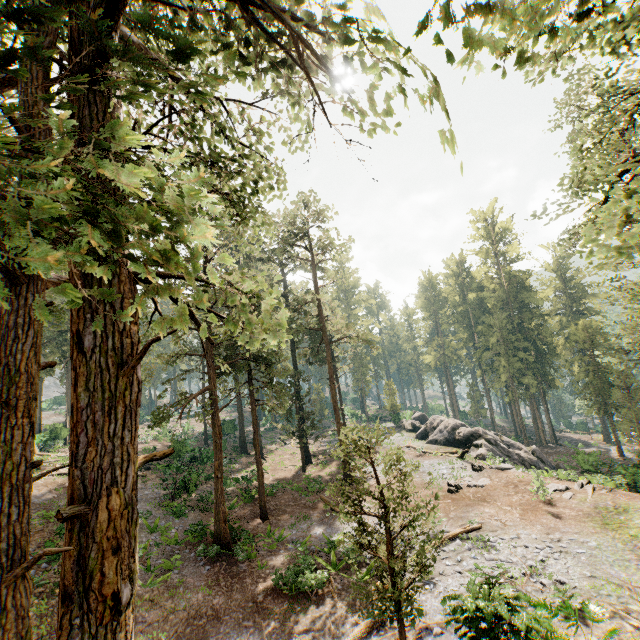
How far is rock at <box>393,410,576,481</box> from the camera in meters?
28.8 m

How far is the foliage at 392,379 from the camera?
50.19m

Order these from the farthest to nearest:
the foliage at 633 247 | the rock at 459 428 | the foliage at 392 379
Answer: the foliage at 392 379
the rock at 459 428
the foliage at 633 247

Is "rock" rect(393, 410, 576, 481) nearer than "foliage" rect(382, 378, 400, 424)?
Yes

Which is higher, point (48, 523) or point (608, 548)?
point (48, 523)

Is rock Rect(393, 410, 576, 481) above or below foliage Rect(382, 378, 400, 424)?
below

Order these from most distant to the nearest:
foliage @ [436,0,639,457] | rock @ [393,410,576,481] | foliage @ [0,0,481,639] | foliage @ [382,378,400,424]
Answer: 1. foliage @ [382,378,400,424]
2. rock @ [393,410,576,481]
3. foliage @ [436,0,639,457]
4. foliage @ [0,0,481,639]
